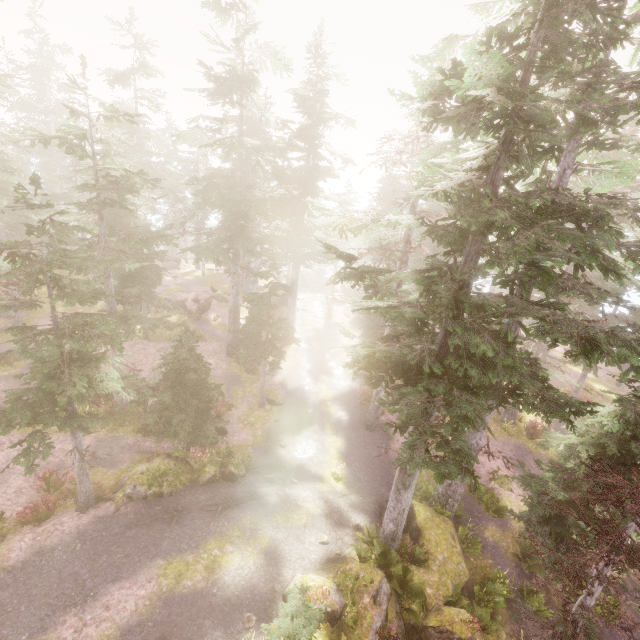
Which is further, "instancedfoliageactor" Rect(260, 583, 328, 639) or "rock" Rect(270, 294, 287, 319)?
"rock" Rect(270, 294, 287, 319)

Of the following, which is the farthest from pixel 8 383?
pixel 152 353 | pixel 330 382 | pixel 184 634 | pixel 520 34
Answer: pixel 520 34

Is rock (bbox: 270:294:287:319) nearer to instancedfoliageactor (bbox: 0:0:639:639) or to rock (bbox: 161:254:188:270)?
instancedfoliageactor (bbox: 0:0:639:639)

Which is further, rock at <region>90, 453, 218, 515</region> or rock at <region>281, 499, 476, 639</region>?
rock at <region>90, 453, 218, 515</region>

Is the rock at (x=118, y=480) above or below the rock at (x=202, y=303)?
below

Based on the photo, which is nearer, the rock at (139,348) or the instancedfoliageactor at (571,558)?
the instancedfoliageactor at (571,558)

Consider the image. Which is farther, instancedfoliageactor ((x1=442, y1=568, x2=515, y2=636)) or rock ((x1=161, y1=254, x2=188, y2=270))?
rock ((x1=161, y1=254, x2=188, y2=270))

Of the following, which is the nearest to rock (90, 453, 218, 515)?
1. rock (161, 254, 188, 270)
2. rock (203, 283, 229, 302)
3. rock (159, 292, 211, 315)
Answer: rock (159, 292, 211, 315)
